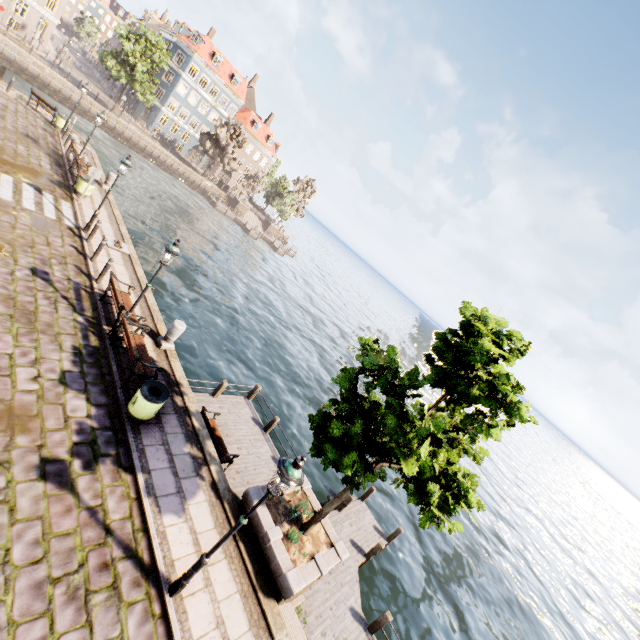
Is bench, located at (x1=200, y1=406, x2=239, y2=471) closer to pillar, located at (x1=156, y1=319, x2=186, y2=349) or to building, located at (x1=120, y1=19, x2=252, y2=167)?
pillar, located at (x1=156, y1=319, x2=186, y2=349)

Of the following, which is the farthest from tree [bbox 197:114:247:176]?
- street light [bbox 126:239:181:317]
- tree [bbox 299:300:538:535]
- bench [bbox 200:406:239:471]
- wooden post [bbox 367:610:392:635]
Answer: street light [bbox 126:239:181:317]

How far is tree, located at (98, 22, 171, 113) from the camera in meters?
37.4

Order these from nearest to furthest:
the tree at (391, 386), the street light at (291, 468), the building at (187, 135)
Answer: the street light at (291, 468), the tree at (391, 386), the building at (187, 135)

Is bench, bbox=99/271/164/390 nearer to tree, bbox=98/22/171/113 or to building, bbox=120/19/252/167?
tree, bbox=98/22/171/113

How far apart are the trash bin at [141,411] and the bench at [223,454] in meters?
2.4 m

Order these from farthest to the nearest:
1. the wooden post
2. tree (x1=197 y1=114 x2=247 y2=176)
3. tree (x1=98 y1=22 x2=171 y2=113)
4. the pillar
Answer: tree (x1=197 y1=114 x2=247 y2=176)
tree (x1=98 y1=22 x2=171 y2=113)
the pillar
the wooden post

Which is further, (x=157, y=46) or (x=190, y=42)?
(x=190, y=42)
